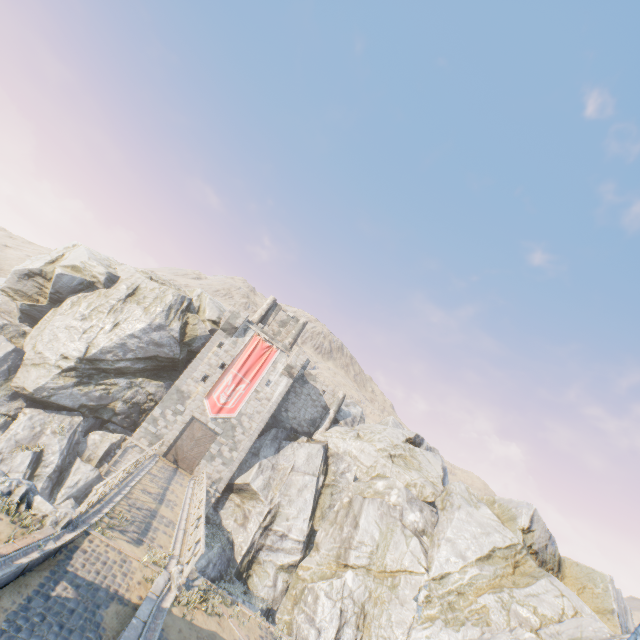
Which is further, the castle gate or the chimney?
the chimney

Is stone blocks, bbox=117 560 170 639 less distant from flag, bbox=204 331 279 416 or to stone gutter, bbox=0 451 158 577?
stone gutter, bbox=0 451 158 577

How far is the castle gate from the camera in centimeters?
2792cm

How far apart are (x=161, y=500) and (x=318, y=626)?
13.3 meters

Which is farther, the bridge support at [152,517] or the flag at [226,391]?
the flag at [226,391]

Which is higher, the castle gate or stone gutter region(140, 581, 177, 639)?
the castle gate

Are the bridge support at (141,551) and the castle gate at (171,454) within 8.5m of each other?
no

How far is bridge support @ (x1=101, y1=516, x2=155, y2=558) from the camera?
11.25m
